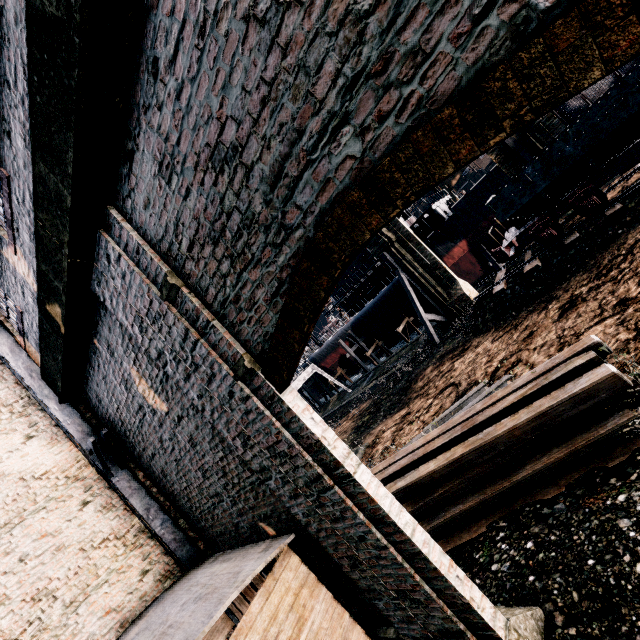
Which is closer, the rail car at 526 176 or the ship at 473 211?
the rail car at 526 176

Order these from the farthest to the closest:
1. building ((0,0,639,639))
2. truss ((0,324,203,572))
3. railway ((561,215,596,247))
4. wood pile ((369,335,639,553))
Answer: railway ((561,215,596,247)) < truss ((0,324,203,572)) < wood pile ((369,335,639,553)) < building ((0,0,639,639))

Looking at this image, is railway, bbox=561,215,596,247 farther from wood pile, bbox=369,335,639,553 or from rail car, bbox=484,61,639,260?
wood pile, bbox=369,335,639,553

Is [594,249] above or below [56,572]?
below

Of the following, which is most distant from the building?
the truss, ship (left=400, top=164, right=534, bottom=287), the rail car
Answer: ship (left=400, top=164, right=534, bottom=287)

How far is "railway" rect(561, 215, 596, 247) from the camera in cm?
1516

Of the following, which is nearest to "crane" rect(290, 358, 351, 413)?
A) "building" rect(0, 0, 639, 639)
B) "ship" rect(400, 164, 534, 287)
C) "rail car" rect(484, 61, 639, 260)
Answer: "ship" rect(400, 164, 534, 287)

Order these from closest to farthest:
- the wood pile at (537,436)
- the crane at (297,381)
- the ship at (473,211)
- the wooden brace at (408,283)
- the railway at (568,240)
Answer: the wood pile at (537,436)
the railway at (568,240)
the wooden brace at (408,283)
the ship at (473,211)
the crane at (297,381)
